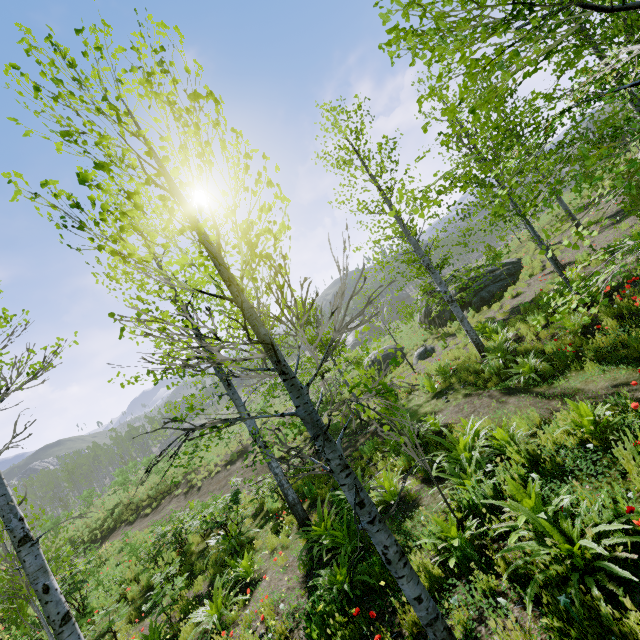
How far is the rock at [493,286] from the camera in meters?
17.6 m

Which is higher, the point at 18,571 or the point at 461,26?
the point at 461,26

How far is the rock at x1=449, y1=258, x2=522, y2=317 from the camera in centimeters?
1759cm
